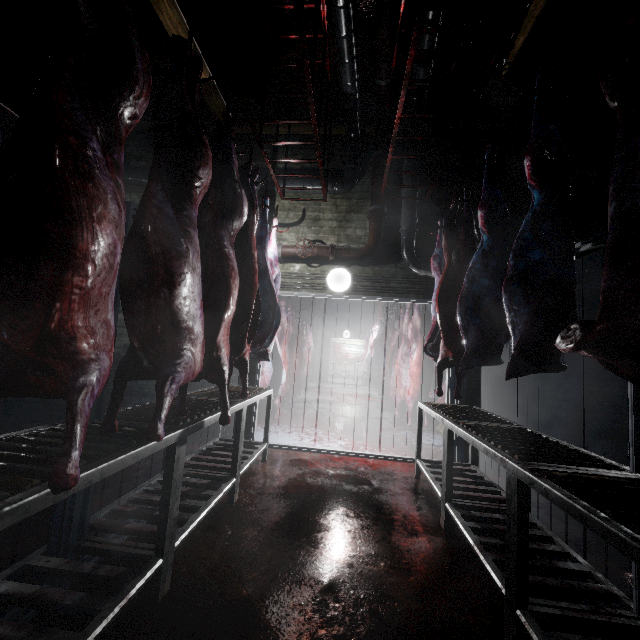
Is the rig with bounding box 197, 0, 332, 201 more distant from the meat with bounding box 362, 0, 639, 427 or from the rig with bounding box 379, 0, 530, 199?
the meat with bounding box 362, 0, 639, 427

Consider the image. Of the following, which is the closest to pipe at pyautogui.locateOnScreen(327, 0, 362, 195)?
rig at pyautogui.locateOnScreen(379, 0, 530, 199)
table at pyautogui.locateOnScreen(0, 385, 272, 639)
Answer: rig at pyautogui.locateOnScreen(379, 0, 530, 199)

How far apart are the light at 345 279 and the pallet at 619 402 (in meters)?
3.05

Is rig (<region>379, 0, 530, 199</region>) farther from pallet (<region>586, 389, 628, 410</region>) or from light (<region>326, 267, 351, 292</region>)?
pallet (<region>586, 389, 628, 410</region>)

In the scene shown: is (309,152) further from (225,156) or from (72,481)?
(72,481)

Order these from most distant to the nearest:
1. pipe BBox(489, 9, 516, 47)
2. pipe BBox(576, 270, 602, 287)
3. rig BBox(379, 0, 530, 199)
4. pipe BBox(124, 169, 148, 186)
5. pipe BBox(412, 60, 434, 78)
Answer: pipe BBox(124, 169, 148, 186) < pipe BBox(576, 270, 602, 287) < pipe BBox(412, 60, 434, 78) < pipe BBox(489, 9, 516, 47) < rig BBox(379, 0, 530, 199)

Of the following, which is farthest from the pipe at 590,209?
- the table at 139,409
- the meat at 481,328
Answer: the table at 139,409

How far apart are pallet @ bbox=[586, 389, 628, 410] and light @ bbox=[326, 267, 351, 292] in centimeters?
305cm
